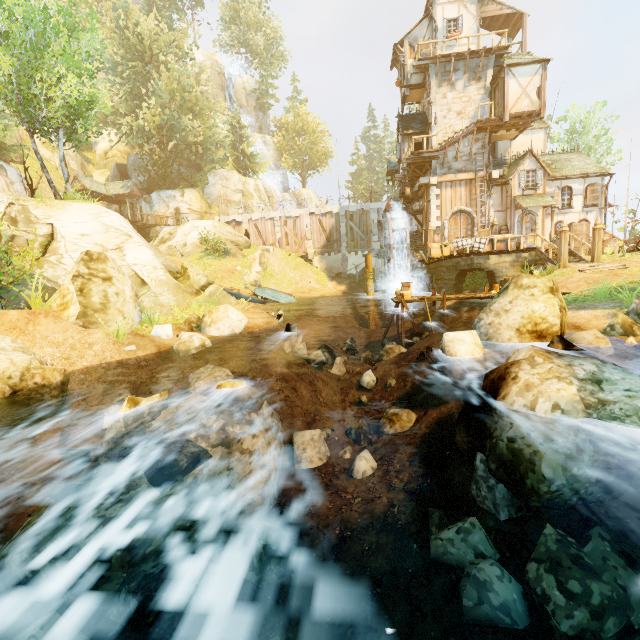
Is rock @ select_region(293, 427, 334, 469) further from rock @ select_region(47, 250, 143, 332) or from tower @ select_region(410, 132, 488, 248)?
tower @ select_region(410, 132, 488, 248)

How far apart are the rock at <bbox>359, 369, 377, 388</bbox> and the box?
16.9m

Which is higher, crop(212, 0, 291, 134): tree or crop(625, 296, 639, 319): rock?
crop(212, 0, 291, 134): tree

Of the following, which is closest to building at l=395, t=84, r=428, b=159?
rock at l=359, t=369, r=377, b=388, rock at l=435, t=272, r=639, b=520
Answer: rock at l=359, t=369, r=377, b=388

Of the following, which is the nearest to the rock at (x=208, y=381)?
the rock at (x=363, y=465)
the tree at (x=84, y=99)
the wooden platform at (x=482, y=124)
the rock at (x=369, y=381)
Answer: the rock at (x=363, y=465)

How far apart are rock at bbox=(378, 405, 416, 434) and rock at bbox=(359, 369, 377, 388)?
1.6m

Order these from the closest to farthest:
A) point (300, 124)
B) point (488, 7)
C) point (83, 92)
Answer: point (83, 92) < point (488, 7) < point (300, 124)

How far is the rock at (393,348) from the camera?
10.9m
